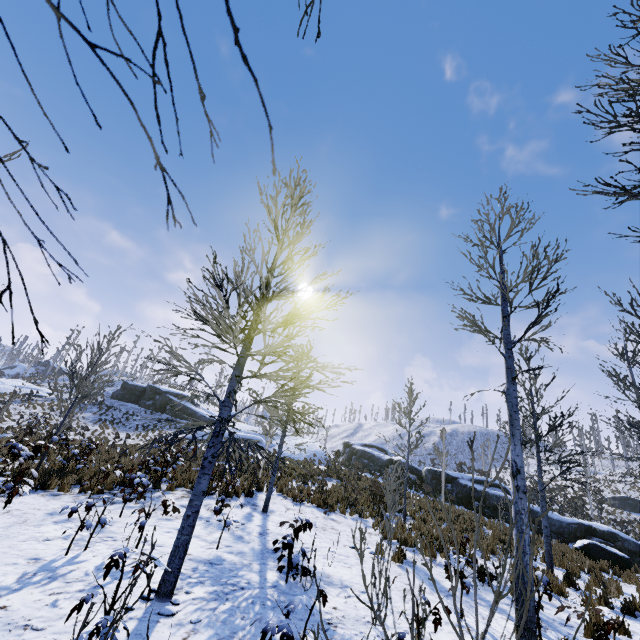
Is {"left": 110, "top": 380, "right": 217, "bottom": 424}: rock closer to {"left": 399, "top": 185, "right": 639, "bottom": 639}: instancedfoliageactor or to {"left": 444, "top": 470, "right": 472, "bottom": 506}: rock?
{"left": 444, "top": 470, "right": 472, "bottom": 506}: rock

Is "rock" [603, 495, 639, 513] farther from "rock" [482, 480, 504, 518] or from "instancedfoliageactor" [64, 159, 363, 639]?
"instancedfoliageactor" [64, 159, 363, 639]

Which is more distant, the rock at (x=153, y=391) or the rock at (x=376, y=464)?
the rock at (x=153, y=391)

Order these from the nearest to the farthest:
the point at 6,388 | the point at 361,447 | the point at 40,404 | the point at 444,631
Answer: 1. the point at 444,631
2. the point at 40,404
3. the point at 6,388
4. the point at 361,447

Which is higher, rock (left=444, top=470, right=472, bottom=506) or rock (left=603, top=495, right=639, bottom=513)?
rock (left=603, top=495, right=639, bottom=513)

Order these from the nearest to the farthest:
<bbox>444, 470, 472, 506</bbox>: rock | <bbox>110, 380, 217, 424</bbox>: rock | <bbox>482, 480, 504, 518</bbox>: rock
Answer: <bbox>482, 480, 504, 518</bbox>: rock → <bbox>444, 470, 472, 506</bbox>: rock → <bbox>110, 380, 217, 424</bbox>: rock

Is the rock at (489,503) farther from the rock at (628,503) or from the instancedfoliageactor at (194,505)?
the rock at (628,503)

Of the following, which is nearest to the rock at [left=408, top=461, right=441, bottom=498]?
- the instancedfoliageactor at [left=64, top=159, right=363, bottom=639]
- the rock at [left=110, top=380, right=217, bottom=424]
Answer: the instancedfoliageactor at [left=64, top=159, right=363, bottom=639]
